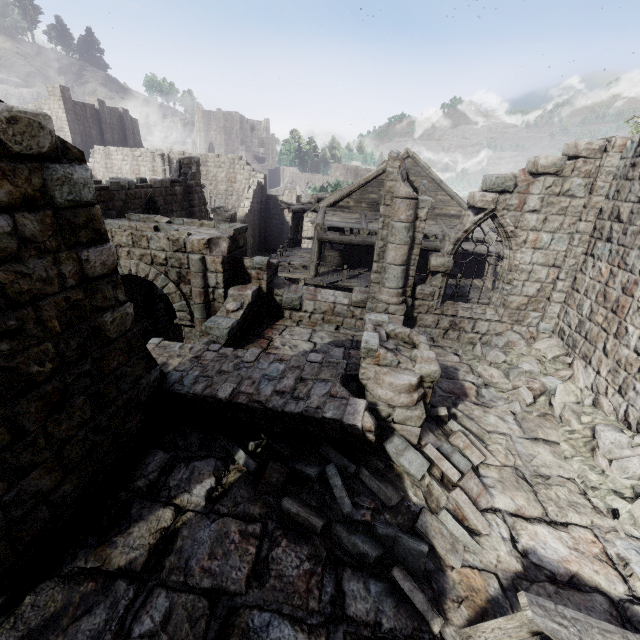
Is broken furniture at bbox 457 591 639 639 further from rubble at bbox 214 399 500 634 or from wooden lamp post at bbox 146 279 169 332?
wooden lamp post at bbox 146 279 169 332

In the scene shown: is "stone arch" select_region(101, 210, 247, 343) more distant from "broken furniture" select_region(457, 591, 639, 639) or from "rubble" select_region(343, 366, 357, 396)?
"broken furniture" select_region(457, 591, 639, 639)

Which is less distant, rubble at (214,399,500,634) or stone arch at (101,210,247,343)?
rubble at (214,399,500,634)

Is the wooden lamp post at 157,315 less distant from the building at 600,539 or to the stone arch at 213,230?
the stone arch at 213,230

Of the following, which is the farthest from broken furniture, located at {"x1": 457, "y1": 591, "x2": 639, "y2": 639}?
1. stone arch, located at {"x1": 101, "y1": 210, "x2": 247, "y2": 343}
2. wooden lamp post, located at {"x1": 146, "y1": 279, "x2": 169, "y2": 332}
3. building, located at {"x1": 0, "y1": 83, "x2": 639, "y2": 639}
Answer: wooden lamp post, located at {"x1": 146, "y1": 279, "x2": 169, "y2": 332}

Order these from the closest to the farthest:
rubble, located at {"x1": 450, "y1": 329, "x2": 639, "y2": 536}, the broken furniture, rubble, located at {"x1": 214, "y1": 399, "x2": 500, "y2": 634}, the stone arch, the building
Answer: the broken furniture, the building, rubble, located at {"x1": 214, "y1": 399, "x2": 500, "y2": 634}, rubble, located at {"x1": 450, "y1": 329, "x2": 639, "y2": 536}, the stone arch

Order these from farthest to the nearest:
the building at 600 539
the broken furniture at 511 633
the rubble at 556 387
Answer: the rubble at 556 387 → the building at 600 539 → the broken furniture at 511 633

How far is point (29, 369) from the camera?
3.54m
